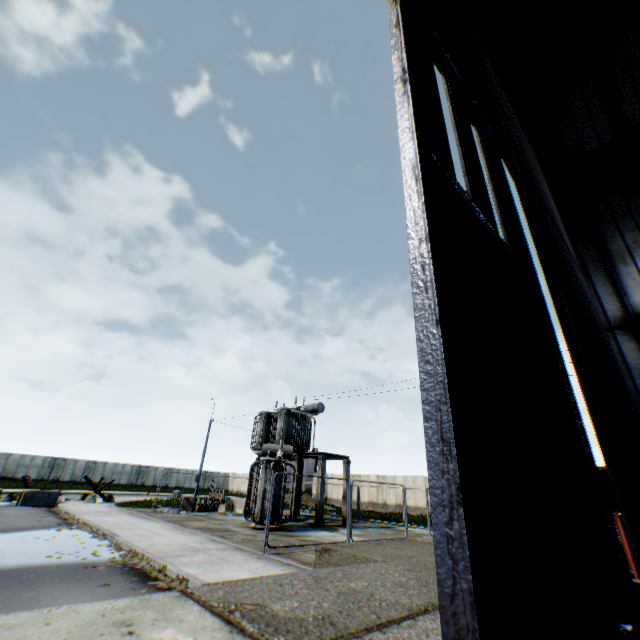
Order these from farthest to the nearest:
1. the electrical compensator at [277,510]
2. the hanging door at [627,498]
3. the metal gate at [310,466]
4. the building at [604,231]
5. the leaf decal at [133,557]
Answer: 1. the metal gate at [310,466]
2. the electrical compensator at [277,510]
3. the building at [604,231]
4. the leaf decal at [133,557]
5. the hanging door at [627,498]

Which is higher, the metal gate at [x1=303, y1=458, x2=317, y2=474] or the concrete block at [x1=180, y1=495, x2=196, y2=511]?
the metal gate at [x1=303, y1=458, x2=317, y2=474]

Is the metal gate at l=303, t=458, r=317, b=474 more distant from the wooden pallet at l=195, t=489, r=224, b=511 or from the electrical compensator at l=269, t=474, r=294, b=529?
the electrical compensator at l=269, t=474, r=294, b=529

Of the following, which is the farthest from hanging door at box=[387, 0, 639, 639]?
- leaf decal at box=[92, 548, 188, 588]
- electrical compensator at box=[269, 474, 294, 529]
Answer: electrical compensator at box=[269, 474, 294, 529]

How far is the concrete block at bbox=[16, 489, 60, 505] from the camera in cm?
1894

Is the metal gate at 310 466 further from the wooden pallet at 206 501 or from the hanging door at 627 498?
the hanging door at 627 498

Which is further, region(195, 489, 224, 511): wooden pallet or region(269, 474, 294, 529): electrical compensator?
region(195, 489, 224, 511): wooden pallet

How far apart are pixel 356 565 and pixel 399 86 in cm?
810
